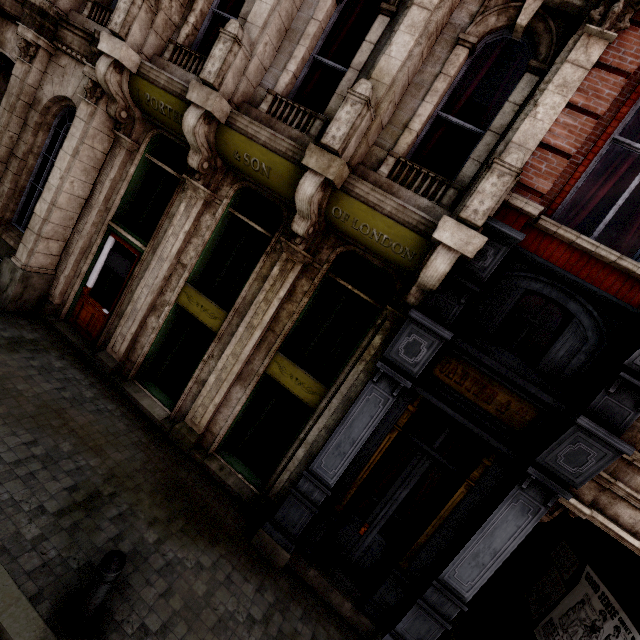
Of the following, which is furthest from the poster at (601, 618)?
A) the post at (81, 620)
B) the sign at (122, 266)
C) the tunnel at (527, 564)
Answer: the sign at (122, 266)

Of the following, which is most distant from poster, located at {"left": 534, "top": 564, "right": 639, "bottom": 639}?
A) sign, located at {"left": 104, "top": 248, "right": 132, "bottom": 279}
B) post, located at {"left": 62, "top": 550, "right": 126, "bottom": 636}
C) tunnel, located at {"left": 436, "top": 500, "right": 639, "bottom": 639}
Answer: sign, located at {"left": 104, "top": 248, "right": 132, "bottom": 279}

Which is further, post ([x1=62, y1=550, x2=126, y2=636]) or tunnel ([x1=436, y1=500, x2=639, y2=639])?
tunnel ([x1=436, y1=500, x2=639, y2=639])

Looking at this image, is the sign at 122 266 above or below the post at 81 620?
above

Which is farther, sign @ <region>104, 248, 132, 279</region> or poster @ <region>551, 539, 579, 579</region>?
sign @ <region>104, 248, 132, 279</region>

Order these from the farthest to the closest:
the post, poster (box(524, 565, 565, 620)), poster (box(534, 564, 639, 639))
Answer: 1. poster (box(524, 565, 565, 620))
2. poster (box(534, 564, 639, 639))
3. the post

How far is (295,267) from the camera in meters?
5.8 m

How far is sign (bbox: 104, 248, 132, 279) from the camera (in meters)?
7.30
